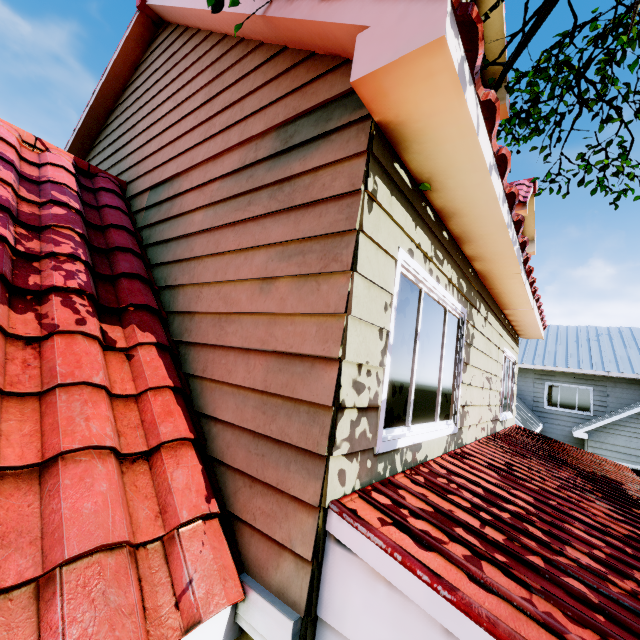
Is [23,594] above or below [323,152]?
below
